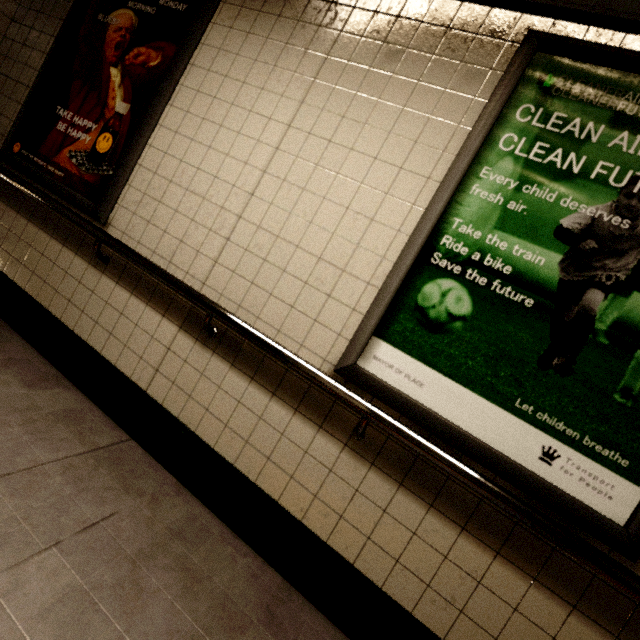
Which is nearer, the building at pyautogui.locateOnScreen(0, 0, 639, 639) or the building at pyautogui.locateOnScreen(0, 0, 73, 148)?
the building at pyautogui.locateOnScreen(0, 0, 639, 639)

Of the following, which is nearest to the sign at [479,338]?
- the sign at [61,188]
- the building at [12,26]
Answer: the building at [12,26]

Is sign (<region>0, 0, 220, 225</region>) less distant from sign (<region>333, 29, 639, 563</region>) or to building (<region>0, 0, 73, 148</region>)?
building (<region>0, 0, 73, 148</region>)

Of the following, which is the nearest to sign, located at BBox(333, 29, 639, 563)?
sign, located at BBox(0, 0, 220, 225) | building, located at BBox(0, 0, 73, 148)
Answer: building, located at BBox(0, 0, 73, 148)

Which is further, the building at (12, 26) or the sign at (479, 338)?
the building at (12, 26)

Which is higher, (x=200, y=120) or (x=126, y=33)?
(x=126, y=33)
